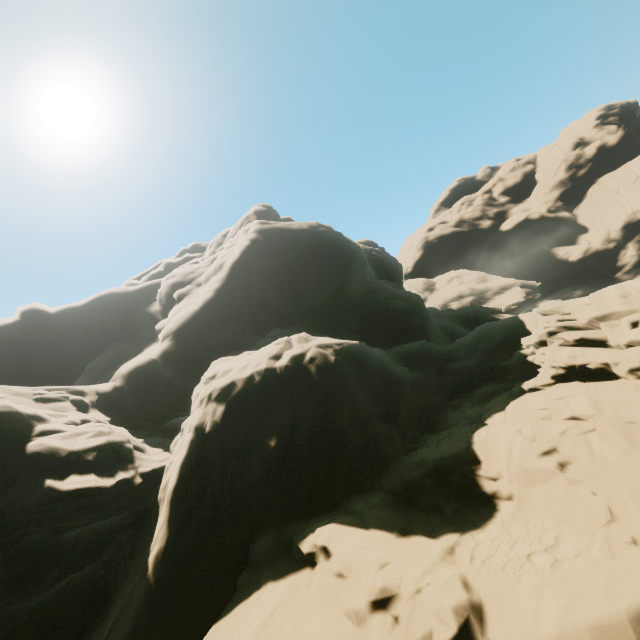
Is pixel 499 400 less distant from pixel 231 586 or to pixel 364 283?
pixel 231 586
